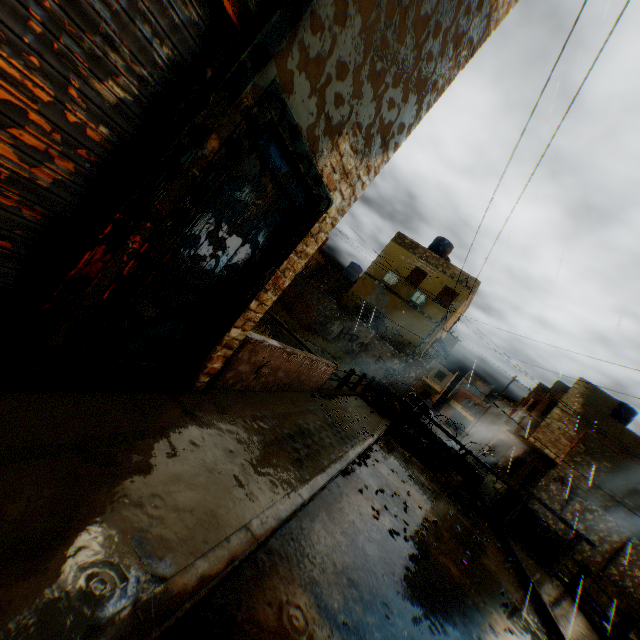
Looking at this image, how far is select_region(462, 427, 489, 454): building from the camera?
35.0 meters

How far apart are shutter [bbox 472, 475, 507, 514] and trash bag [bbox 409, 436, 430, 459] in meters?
2.4

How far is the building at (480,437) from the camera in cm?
3500

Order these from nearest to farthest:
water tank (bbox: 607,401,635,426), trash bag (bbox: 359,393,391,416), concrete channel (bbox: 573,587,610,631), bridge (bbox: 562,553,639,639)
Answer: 1. bridge (bbox: 562,553,639,639)
2. concrete channel (bbox: 573,587,610,631)
3. trash bag (bbox: 359,393,391,416)
4. water tank (bbox: 607,401,635,426)

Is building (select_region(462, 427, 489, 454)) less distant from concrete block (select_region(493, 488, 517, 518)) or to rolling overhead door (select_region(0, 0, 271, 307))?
rolling overhead door (select_region(0, 0, 271, 307))

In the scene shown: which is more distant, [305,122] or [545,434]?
[545,434]

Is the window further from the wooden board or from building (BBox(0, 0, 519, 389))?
the wooden board

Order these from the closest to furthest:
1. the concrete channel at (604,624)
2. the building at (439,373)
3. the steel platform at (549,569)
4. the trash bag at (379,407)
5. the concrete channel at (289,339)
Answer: the steel platform at (549,569) < the concrete channel at (604,624) < the trash bag at (379,407) < the concrete channel at (289,339) < the building at (439,373)
